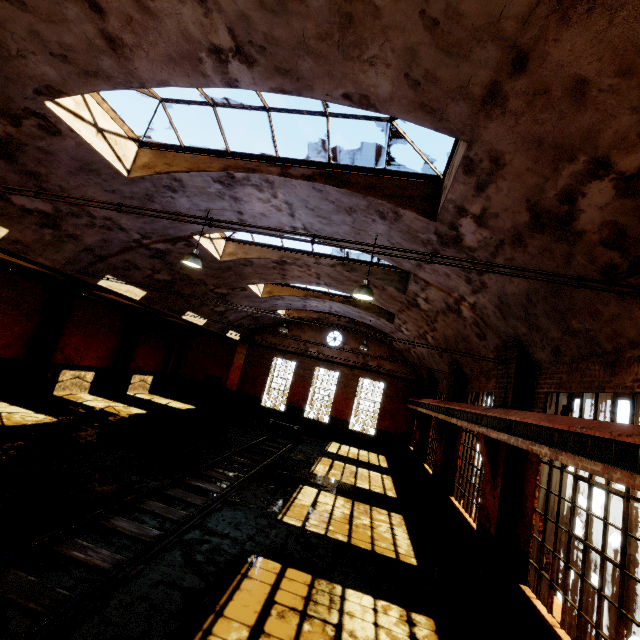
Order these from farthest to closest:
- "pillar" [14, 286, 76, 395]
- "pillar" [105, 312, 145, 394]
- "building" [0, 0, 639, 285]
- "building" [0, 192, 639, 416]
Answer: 1. "pillar" [105, 312, 145, 394]
2. "pillar" [14, 286, 76, 395]
3. "building" [0, 192, 639, 416]
4. "building" [0, 0, 639, 285]

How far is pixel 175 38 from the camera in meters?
4.4

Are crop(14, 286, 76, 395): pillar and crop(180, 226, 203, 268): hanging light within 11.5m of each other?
yes

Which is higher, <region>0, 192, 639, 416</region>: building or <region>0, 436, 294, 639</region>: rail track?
<region>0, 192, 639, 416</region>: building

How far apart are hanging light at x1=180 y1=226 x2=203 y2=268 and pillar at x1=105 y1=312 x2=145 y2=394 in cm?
1298

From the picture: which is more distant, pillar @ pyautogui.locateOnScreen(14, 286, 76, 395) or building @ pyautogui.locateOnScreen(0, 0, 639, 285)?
pillar @ pyautogui.locateOnScreen(14, 286, 76, 395)

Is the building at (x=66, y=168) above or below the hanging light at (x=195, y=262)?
above

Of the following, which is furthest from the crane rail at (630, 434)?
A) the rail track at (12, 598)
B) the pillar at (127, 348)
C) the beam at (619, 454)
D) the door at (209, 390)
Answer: the pillar at (127, 348)
